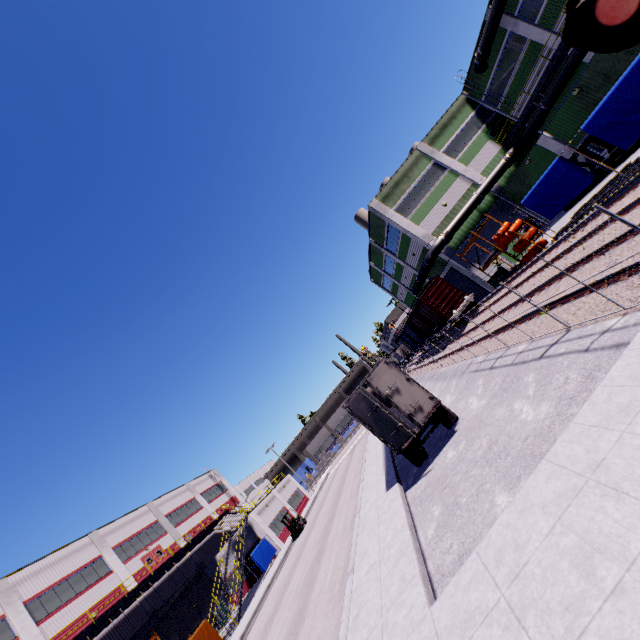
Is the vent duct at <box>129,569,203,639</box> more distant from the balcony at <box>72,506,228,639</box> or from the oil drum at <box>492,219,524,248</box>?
the oil drum at <box>492,219,524,248</box>

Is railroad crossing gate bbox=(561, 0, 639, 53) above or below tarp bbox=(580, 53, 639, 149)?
above

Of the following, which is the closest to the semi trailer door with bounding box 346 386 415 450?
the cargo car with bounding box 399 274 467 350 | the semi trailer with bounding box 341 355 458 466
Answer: the semi trailer with bounding box 341 355 458 466

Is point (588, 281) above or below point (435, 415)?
below

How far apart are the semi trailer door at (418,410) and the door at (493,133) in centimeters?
3155cm

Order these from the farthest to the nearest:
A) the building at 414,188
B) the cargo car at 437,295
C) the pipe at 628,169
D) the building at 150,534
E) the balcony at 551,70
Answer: the cargo car at 437,295 < the building at 414,188 < the balcony at 551,70 < the building at 150,534 < the pipe at 628,169

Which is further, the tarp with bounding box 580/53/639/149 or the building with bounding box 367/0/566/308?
the building with bounding box 367/0/566/308

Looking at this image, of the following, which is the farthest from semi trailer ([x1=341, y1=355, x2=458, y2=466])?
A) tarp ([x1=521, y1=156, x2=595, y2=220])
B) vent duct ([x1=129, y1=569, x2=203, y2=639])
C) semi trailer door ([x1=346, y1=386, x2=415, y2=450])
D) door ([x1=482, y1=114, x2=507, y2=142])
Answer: door ([x1=482, y1=114, x2=507, y2=142])
